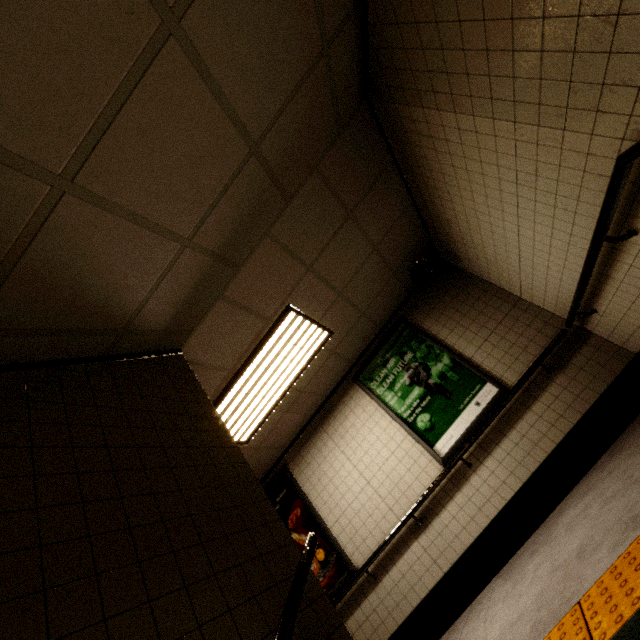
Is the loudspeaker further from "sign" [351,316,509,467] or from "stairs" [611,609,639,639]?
"stairs" [611,609,639,639]

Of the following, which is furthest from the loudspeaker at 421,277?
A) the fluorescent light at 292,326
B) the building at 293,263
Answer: the fluorescent light at 292,326

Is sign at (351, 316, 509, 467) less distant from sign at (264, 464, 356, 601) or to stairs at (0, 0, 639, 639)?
sign at (264, 464, 356, 601)

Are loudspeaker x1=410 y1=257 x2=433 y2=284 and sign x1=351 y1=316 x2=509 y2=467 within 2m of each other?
yes

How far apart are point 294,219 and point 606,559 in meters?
3.1

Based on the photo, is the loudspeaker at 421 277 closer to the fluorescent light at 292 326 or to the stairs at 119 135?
the fluorescent light at 292 326

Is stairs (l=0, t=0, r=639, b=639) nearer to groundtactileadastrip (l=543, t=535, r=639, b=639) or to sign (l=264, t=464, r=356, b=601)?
groundtactileadastrip (l=543, t=535, r=639, b=639)
